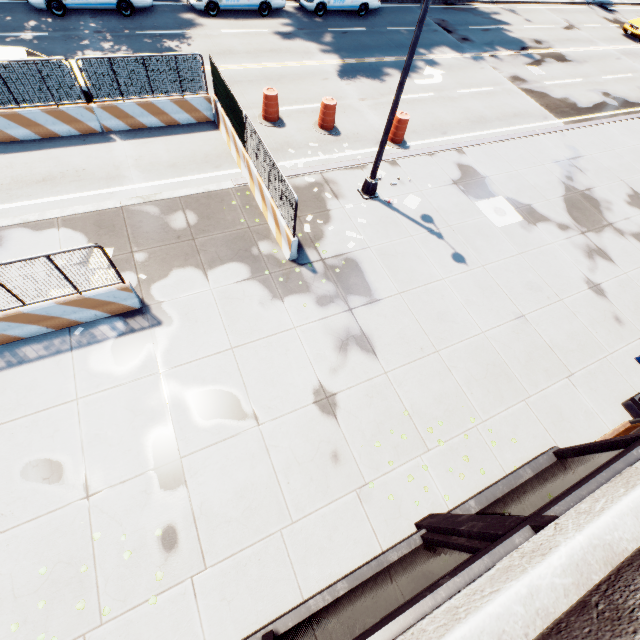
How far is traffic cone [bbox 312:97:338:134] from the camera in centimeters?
1261cm

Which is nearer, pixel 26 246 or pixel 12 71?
pixel 26 246

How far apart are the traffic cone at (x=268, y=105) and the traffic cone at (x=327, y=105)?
1.2 meters

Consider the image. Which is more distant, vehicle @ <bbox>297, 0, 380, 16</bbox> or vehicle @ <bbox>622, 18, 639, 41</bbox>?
vehicle @ <bbox>622, 18, 639, 41</bbox>

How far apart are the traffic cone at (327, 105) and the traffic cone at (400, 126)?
1.8 meters

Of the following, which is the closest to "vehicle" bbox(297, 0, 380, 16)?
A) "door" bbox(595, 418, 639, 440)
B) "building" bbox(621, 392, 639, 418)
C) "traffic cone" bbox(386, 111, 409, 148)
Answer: "traffic cone" bbox(386, 111, 409, 148)

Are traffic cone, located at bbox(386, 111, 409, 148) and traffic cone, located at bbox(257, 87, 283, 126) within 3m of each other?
no

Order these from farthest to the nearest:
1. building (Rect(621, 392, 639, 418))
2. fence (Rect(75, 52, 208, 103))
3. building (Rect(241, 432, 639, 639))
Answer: fence (Rect(75, 52, 208, 103)), building (Rect(621, 392, 639, 418)), building (Rect(241, 432, 639, 639))
